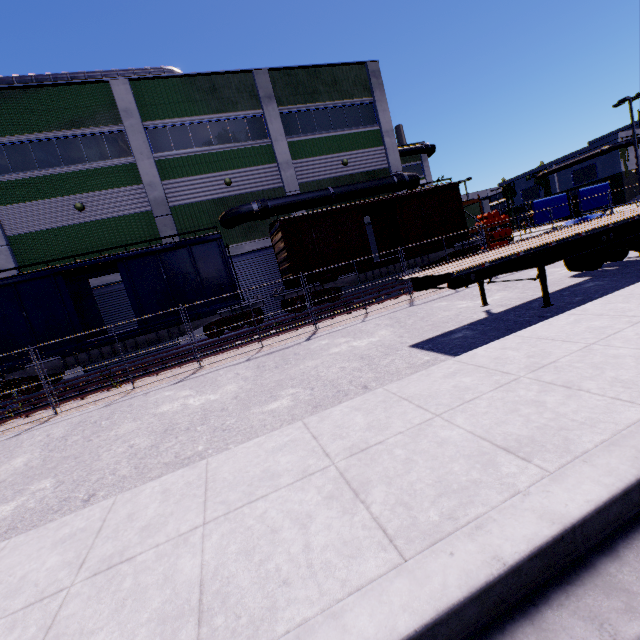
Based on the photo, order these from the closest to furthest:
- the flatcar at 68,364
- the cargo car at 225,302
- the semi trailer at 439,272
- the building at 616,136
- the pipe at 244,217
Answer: the semi trailer at 439,272
the flatcar at 68,364
the cargo car at 225,302
the pipe at 244,217
the building at 616,136

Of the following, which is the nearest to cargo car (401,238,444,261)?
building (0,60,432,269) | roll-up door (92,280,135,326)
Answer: building (0,60,432,269)

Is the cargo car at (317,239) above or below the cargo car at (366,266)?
above

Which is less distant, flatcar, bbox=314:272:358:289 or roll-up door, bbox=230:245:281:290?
flatcar, bbox=314:272:358:289

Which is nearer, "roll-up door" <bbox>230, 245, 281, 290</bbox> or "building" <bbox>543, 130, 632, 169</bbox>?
"roll-up door" <bbox>230, 245, 281, 290</bbox>

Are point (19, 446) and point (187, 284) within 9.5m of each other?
yes

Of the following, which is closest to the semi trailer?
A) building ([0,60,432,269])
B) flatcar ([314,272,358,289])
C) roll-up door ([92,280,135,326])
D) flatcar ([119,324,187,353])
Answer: building ([0,60,432,269])

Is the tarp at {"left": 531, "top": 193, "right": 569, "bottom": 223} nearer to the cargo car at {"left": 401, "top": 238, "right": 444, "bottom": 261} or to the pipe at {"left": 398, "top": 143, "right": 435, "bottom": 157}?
the pipe at {"left": 398, "top": 143, "right": 435, "bottom": 157}
